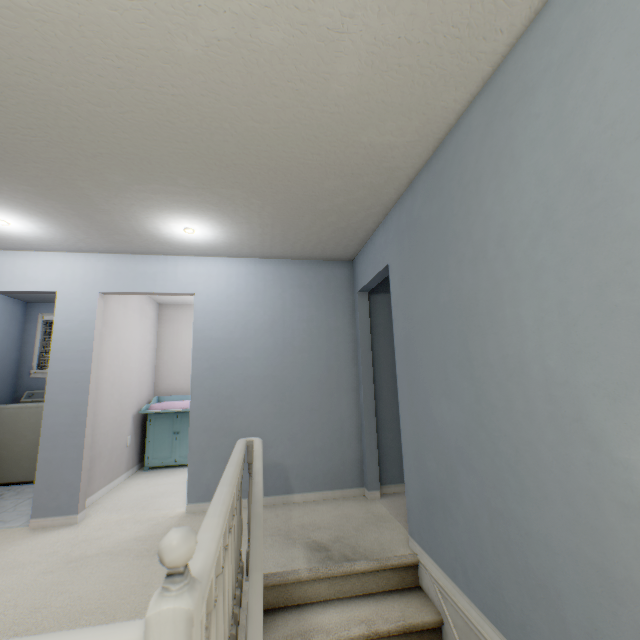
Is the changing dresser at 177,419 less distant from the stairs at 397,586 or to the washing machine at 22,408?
the washing machine at 22,408

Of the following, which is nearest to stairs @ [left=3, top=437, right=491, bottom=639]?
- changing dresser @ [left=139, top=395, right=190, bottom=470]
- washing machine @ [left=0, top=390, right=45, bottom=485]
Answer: changing dresser @ [left=139, top=395, right=190, bottom=470]

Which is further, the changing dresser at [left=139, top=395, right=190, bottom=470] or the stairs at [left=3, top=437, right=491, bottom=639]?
the changing dresser at [left=139, top=395, right=190, bottom=470]

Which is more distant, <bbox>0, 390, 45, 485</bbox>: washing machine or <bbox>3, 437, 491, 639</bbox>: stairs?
<bbox>0, 390, 45, 485</bbox>: washing machine

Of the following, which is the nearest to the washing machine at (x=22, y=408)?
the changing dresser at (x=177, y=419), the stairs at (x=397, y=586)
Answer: the changing dresser at (x=177, y=419)

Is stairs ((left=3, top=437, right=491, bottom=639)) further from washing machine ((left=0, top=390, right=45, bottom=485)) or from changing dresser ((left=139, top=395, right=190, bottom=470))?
washing machine ((left=0, top=390, right=45, bottom=485))

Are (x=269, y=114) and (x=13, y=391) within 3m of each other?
no
